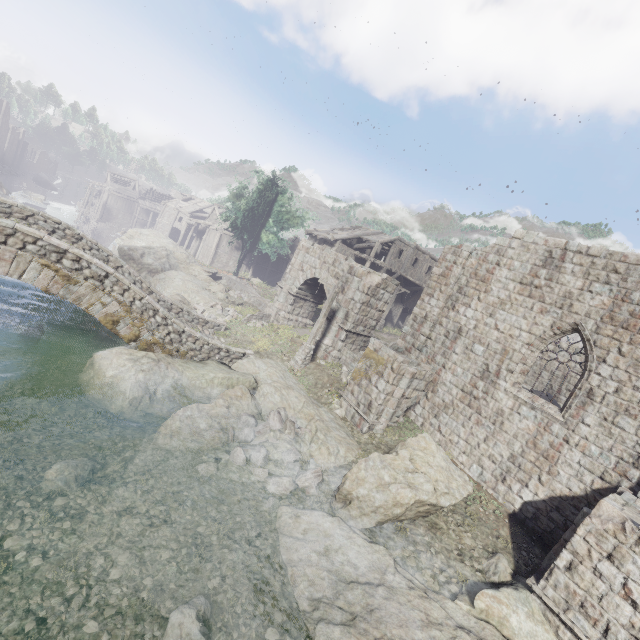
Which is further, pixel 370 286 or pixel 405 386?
pixel 370 286

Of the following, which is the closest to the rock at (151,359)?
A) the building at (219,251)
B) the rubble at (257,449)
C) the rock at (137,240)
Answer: the rubble at (257,449)

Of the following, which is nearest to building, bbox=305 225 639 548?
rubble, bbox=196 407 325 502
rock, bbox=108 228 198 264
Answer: rock, bbox=108 228 198 264

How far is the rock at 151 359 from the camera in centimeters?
1138cm

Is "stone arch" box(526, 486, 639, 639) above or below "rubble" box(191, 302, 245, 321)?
above

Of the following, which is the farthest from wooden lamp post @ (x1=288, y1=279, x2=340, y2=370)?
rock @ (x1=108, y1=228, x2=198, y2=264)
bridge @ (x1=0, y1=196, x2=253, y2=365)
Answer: rock @ (x1=108, y1=228, x2=198, y2=264)

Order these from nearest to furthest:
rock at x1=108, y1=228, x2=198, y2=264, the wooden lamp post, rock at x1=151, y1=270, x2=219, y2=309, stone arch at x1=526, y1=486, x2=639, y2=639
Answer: stone arch at x1=526, y1=486, x2=639, y2=639 → the wooden lamp post → rock at x1=151, y1=270, x2=219, y2=309 → rock at x1=108, y1=228, x2=198, y2=264

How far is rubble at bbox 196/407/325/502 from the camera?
10.3 meters
